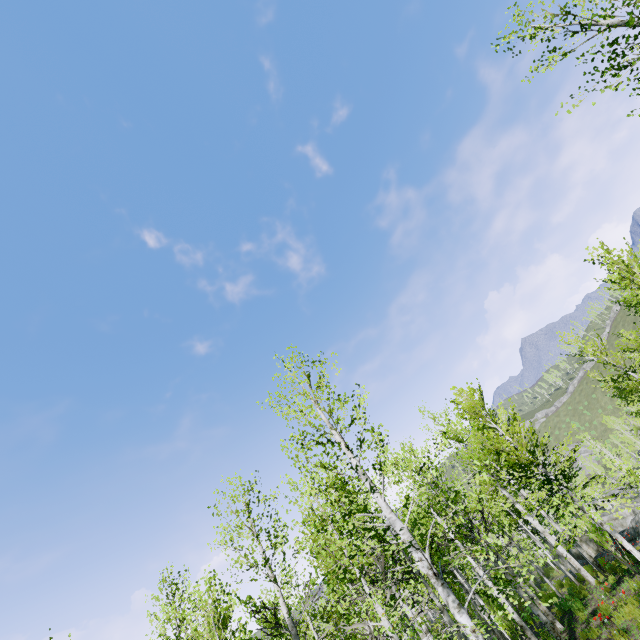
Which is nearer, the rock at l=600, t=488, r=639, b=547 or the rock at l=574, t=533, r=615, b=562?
the rock at l=600, t=488, r=639, b=547

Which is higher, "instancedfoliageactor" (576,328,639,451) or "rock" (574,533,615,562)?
"instancedfoliageactor" (576,328,639,451)

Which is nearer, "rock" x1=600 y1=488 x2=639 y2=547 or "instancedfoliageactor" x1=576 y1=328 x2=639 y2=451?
"instancedfoliageactor" x1=576 y1=328 x2=639 y2=451

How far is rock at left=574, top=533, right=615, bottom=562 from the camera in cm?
2294

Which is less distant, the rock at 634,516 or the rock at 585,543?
the rock at 634,516

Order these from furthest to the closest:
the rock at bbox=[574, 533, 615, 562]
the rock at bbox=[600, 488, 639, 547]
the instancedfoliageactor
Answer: the rock at bbox=[574, 533, 615, 562]
the rock at bbox=[600, 488, 639, 547]
the instancedfoliageactor

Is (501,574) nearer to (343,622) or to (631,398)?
(343,622)

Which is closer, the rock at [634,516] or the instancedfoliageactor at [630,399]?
the instancedfoliageactor at [630,399]
